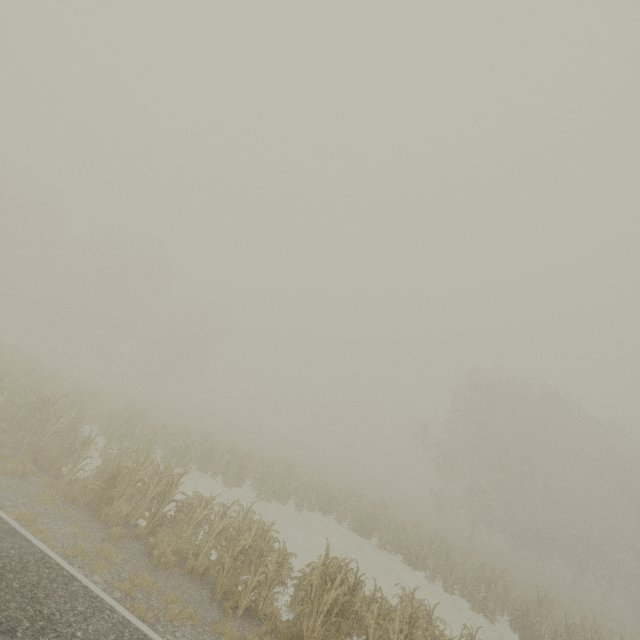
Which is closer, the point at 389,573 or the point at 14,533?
the point at 14,533
